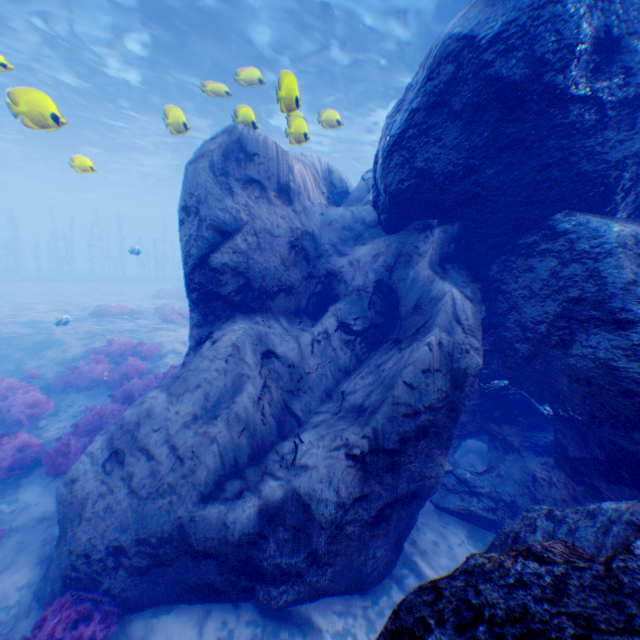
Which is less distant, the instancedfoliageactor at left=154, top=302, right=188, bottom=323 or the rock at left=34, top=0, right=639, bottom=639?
the rock at left=34, top=0, right=639, bottom=639

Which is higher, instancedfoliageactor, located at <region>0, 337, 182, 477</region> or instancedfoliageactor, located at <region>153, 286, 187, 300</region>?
instancedfoliageactor, located at <region>153, 286, 187, 300</region>

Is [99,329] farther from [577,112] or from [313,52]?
[577,112]

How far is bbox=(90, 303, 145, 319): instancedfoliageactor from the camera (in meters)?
17.52

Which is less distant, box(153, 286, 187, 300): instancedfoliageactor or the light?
the light

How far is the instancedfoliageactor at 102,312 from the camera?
17.5 meters

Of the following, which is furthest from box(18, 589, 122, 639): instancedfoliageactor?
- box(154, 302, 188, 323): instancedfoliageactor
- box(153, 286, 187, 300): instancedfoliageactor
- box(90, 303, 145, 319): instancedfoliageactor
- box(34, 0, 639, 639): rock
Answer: box(153, 286, 187, 300): instancedfoliageactor

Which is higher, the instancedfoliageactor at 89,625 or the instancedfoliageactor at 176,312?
the instancedfoliageactor at 176,312
